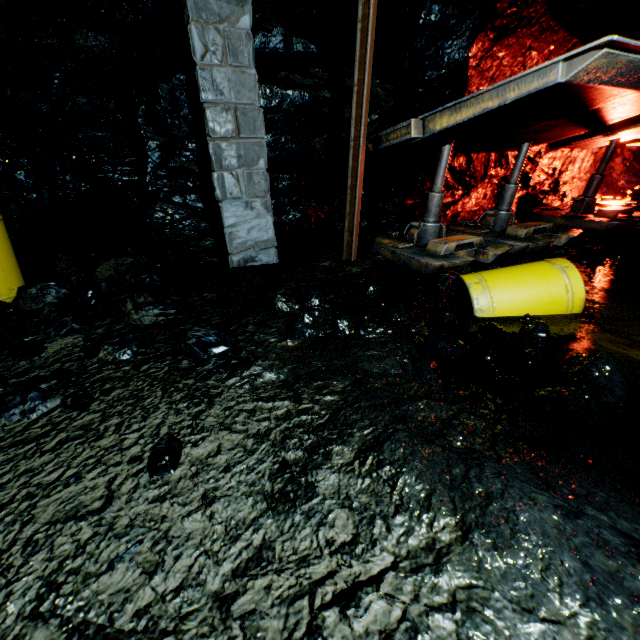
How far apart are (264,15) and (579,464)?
7.5m

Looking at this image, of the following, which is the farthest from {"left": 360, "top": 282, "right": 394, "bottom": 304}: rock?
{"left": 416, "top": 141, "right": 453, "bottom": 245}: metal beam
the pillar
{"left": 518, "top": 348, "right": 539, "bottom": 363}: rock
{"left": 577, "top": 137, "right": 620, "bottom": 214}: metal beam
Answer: {"left": 416, "top": 141, "right": 453, "bottom": 245}: metal beam

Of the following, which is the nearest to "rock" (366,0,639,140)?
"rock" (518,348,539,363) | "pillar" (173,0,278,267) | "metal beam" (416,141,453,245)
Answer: "pillar" (173,0,278,267)

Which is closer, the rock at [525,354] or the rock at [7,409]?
the rock at [7,409]

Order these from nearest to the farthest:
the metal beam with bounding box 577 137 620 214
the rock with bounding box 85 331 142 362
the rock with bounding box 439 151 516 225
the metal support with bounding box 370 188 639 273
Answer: the rock with bounding box 85 331 142 362 < the metal support with bounding box 370 188 639 273 < the metal beam with bounding box 577 137 620 214 < the rock with bounding box 439 151 516 225

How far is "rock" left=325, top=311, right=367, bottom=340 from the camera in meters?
3.0 m

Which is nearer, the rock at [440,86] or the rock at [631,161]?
the rock at [440,86]

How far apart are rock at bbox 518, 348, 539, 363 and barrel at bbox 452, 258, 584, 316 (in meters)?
0.88
